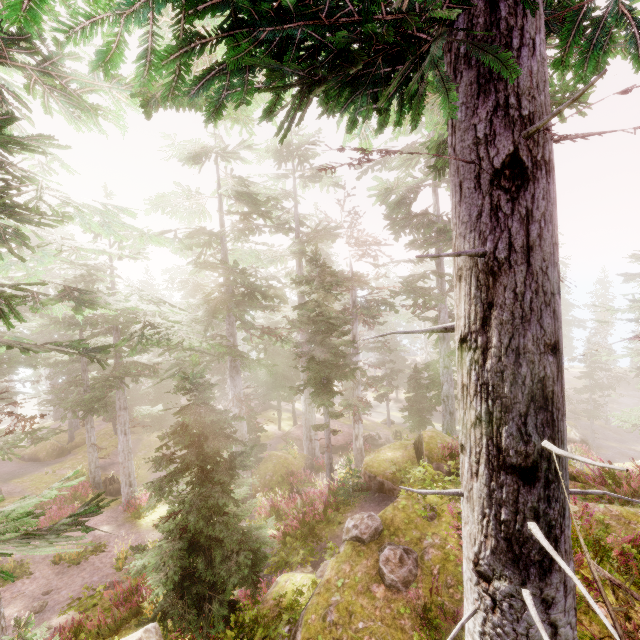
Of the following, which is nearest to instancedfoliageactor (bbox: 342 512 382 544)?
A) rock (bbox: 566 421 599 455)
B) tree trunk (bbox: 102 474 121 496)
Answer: rock (bbox: 566 421 599 455)

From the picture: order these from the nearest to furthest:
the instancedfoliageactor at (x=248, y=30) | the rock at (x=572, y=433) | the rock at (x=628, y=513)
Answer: the instancedfoliageactor at (x=248, y=30) < the rock at (x=628, y=513) < the rock at (x=572, y=433)

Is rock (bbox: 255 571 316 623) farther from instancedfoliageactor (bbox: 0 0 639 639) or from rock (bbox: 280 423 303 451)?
rock (bbox: 280 423 303 451)

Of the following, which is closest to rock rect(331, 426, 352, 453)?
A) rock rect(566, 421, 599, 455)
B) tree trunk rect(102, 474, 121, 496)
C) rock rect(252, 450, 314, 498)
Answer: rock rect(252, 450, 314, 498)

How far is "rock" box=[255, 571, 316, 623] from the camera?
6.6 meters

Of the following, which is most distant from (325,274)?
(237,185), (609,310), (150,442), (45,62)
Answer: (150,442)

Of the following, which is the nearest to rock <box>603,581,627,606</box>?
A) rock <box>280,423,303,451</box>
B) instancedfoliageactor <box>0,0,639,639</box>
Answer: instancedfoliageactor <box>0,0,639,639</box>

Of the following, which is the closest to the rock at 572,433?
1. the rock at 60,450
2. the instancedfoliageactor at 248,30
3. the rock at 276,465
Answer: the instancedfoliageactor at 248,30
